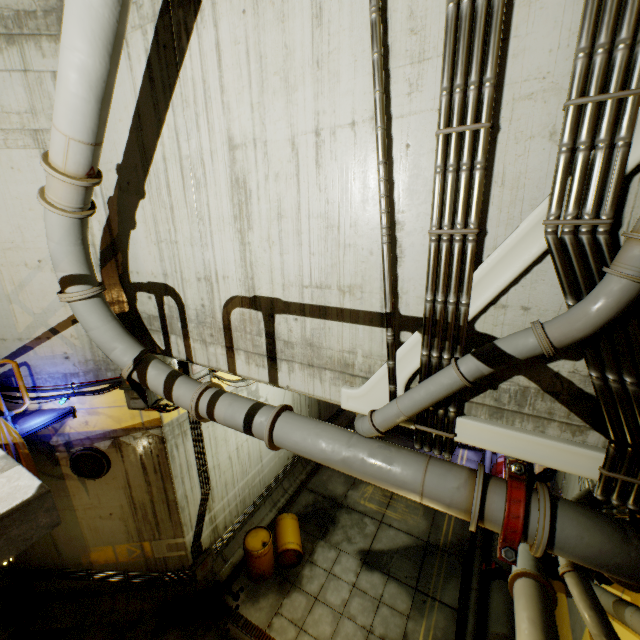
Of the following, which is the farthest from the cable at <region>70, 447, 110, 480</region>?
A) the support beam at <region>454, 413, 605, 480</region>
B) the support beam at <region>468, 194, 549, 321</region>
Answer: the support beam at <region>468, 194, 549, 321</region>

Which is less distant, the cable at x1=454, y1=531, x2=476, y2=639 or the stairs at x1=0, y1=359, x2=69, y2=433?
the stairs at x1=0, y1=359, x2=69, y2=433

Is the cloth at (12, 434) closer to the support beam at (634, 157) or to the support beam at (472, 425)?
the support beam at (472, 425)

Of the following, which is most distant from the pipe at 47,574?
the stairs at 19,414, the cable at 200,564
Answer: the stairs at 19,414

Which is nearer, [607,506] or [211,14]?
[211,14]

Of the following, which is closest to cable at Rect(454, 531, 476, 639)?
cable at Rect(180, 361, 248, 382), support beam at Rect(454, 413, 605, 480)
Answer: cable at Rect(180, 361, 248, 382)

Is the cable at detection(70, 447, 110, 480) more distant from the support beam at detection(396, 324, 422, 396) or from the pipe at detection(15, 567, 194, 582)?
the support beam at detection(396, 324, 422, 396)

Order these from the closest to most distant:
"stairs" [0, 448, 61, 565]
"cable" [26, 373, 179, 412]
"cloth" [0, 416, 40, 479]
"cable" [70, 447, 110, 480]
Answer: "stairs" [0, 448, 61, 565] → "cloth" [0, 416, 40, 479] → "cable" [26, 373, 179, 412] → "cable" [70, 447, 110, 480]
